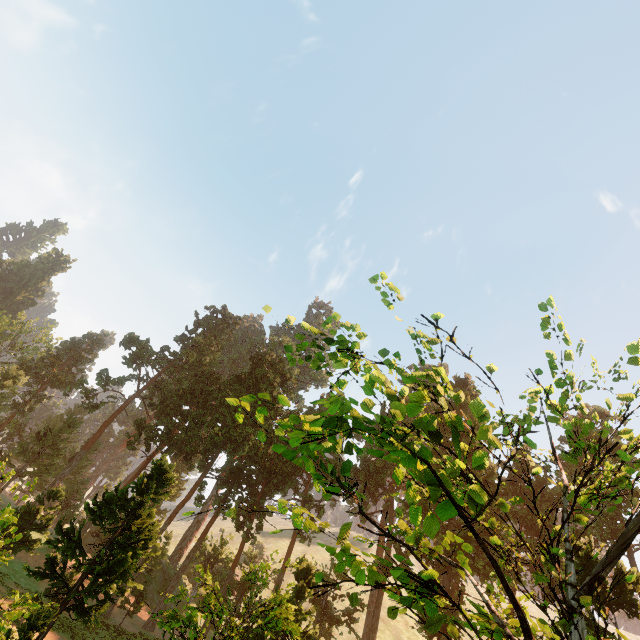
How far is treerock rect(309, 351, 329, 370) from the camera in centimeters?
523cm

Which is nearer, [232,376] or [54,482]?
[54,482]

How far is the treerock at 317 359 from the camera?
5.2m
